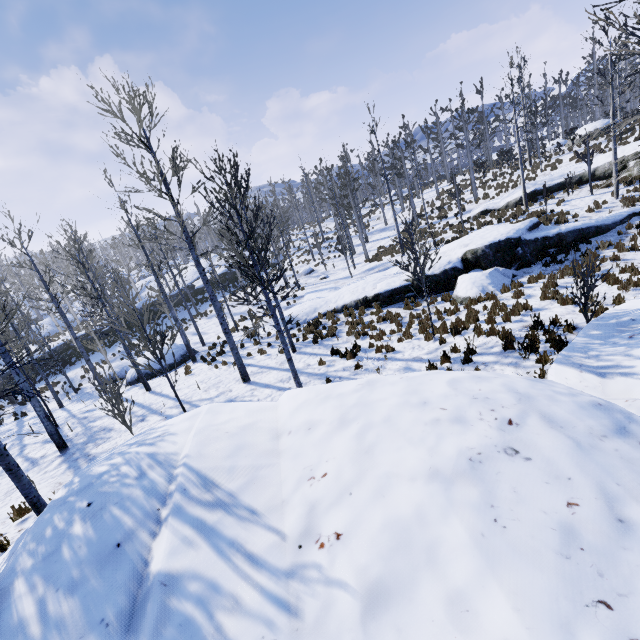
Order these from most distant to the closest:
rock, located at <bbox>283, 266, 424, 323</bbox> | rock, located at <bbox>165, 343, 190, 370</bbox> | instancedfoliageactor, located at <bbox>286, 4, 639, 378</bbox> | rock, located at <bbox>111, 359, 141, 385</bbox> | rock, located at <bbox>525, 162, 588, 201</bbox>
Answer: rock, located at <bbox>525, 162, 588, 201</bbox>
rock, located at <bbox>165, 343, 190, 370</bbox>
rock, located at <bbox>111, 359, 141, 385</bbox>
rock, located at <bbox>283, 266, 424, 323</bbox>
instancedfoliageactor, located at <bbox>286, 4, 639, 378</bbox>

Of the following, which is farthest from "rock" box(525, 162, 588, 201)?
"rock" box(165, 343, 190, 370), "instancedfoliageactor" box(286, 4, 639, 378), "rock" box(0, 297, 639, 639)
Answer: "rock" box(165, 343, 190, 370)

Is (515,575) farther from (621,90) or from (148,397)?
(621,90)

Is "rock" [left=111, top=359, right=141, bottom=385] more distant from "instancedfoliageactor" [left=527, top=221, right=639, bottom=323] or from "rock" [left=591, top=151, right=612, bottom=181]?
"rock" [left=591, top=151, right=612, bottom=181]

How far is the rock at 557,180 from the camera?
20.3 meters

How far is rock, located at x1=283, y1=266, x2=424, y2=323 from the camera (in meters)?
15.79

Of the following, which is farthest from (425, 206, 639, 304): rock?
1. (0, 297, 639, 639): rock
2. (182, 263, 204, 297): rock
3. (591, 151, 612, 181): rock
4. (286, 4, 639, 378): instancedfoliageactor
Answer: (182, 263, 204, 297): rock

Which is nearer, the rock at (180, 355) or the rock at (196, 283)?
the rock at (180, 355)
